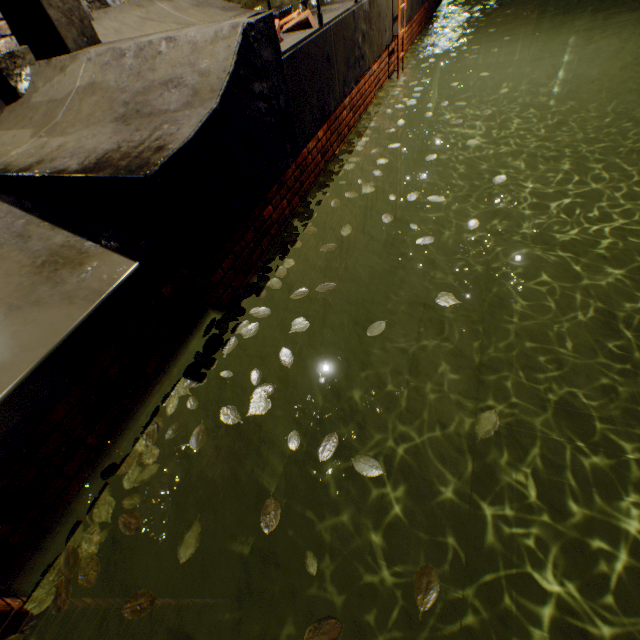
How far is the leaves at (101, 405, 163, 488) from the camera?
1.75m

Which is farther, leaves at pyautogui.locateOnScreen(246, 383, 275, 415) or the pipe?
the pipe

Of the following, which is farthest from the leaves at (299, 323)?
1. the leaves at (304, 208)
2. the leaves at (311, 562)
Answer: the leaves at (311, 562)

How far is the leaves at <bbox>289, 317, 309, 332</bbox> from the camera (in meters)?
2.26

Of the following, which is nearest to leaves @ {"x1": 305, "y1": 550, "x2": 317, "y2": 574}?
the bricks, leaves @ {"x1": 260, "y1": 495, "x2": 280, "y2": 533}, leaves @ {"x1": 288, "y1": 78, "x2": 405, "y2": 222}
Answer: leaves @ {"x1": 260, "y1": 495, "x2": 280, "y2": 533}

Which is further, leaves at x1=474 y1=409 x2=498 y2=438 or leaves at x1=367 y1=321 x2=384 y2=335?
leaves at x1=367 y1=321 x2=384 y2=335

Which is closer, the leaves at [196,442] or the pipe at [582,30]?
the leaves at [196,442]

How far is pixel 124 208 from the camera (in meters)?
1.84
